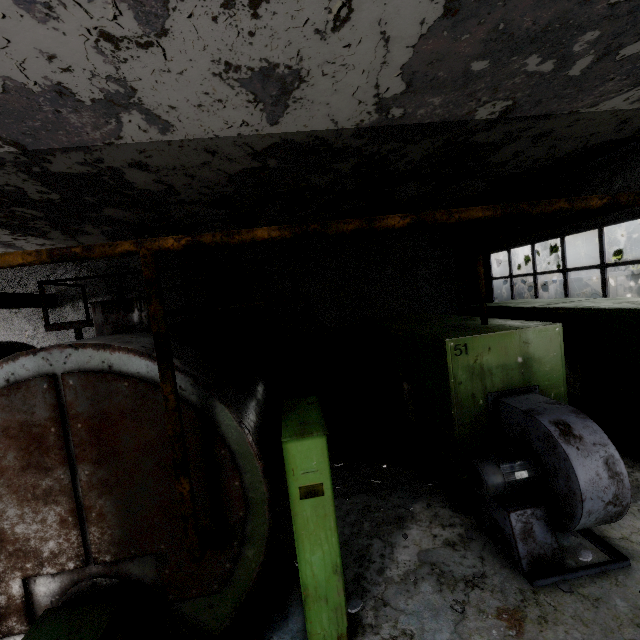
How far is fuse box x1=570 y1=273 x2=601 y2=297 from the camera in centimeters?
1625cm

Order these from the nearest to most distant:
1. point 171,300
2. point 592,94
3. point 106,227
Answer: point 592,94, point 106,227, point 171,300

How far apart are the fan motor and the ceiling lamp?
9.7m

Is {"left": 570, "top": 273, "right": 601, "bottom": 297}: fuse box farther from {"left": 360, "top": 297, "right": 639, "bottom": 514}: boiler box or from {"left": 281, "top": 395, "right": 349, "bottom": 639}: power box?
{"left": 281, "top": 395, "right": 349, "bottom": 639}: power box

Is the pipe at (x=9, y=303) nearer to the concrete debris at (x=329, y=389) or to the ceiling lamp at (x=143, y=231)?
the concrete debris at (x=329, y=389)

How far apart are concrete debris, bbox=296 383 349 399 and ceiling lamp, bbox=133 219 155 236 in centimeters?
773cm

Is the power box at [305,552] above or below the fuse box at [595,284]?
below

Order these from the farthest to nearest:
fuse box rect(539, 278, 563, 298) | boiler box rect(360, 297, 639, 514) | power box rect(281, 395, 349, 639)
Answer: fuse box rect(539, 278, 563, 298) < boiler box rect(360, 297, 639, 514) < power box rect(281, 395, 349, 639)
